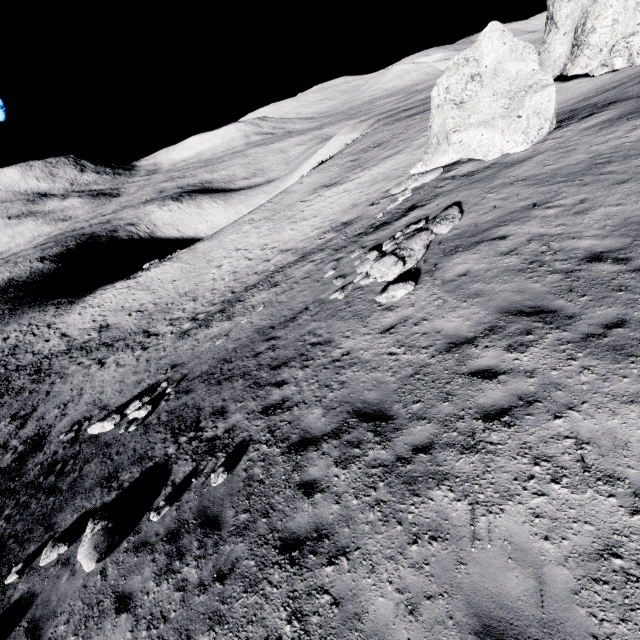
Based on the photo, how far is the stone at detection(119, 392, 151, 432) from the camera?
13.54m

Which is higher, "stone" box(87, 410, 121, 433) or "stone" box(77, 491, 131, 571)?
"stone" box(77, 491, 131, 571)

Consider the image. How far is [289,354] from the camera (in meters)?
11.54

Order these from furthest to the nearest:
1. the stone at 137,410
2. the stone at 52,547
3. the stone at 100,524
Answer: the stone at 137,410, the stone at 52,547, the stone at 100,524

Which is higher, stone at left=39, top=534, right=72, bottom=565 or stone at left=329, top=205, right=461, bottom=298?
stone at left=329, top=205, right=461, bottom=298

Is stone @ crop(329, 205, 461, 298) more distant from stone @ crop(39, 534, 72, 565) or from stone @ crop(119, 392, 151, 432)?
stone @ crop(39, 534, 72, 565)

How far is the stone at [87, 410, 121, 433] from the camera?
15.0 meters

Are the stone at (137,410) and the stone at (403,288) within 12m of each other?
yes
